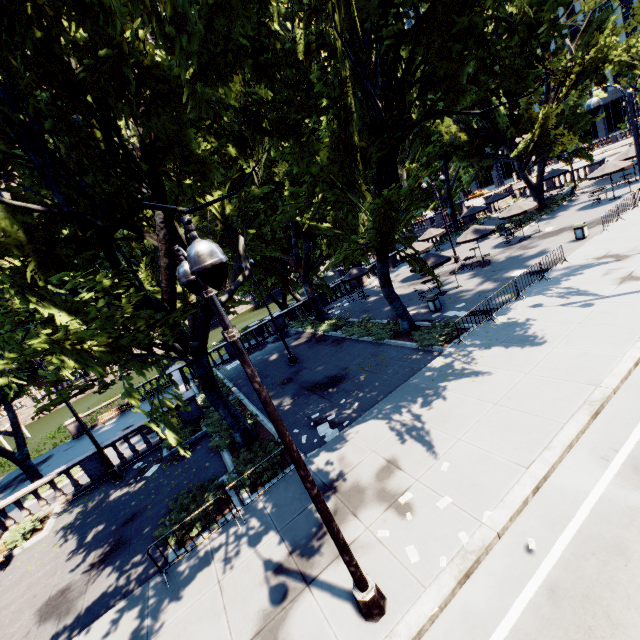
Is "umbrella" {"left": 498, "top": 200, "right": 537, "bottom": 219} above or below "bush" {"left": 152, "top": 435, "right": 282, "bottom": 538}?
above

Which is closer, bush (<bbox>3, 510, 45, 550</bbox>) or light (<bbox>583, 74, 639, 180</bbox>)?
light (<bbox>583, 74, 639, 180</bbox>)

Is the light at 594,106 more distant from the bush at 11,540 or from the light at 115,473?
the bush at 11,540

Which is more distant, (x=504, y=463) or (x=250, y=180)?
(x=250, y=180)

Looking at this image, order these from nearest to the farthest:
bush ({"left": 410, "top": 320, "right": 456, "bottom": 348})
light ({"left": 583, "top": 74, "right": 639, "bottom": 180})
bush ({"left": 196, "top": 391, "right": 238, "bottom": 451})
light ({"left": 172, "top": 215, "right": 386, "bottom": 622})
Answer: light ({"left": 172, "top": 215, "right": 386, "bottom": 622}), light ({"left": 583, "top": 74, "right": 639, "bottom": 180}), bush ({"left": 196, "top": 391, "right": 238, "bottom": 451}), bush ({"left": 410, "top": 320, "right": 456, "bottom": 348})

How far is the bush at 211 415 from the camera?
14.2m

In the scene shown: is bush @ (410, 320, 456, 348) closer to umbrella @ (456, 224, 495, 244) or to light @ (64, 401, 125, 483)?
umbrella @ (456, 224, 495, 244)

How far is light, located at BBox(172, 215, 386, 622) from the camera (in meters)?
3.51
